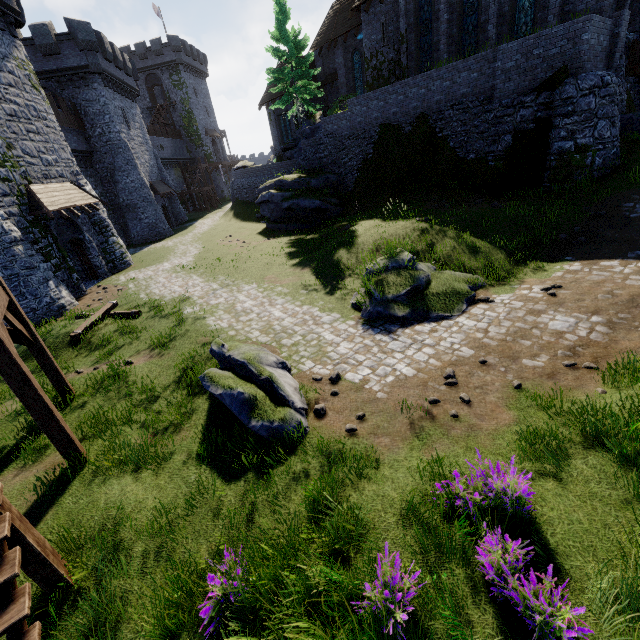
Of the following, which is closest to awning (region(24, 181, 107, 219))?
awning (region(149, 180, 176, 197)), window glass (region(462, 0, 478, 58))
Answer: awning (region(149, 180, 176, 197))

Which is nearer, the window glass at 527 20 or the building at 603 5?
the building at 603 5

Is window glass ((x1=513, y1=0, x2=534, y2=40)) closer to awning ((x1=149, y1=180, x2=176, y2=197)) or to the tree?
the tree

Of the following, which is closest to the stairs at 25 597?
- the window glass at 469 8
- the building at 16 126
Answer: the building at 16 126

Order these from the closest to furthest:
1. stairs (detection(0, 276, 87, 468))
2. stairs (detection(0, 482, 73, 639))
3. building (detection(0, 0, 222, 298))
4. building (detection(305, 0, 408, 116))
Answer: stairs (detection(0, 482, 73, 639))
stairs (detection(0, 276, 87, 468))
building (detection(0, 0, 222, 298))
building (detection(305, 0, 408, 116))

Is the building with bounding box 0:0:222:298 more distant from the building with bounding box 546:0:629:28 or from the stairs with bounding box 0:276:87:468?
the building with bounding box 546:0:629:28

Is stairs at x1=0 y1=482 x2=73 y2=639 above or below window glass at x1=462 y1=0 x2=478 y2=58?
below

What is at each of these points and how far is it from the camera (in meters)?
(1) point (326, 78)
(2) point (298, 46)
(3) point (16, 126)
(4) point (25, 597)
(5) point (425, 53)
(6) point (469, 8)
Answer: (1) building, 31.62
(2) tree, 25.14
(3) building, 16.09
(4) stairs, 3.06
(5) window glass, 21.56
(6) window glass, 18.84
